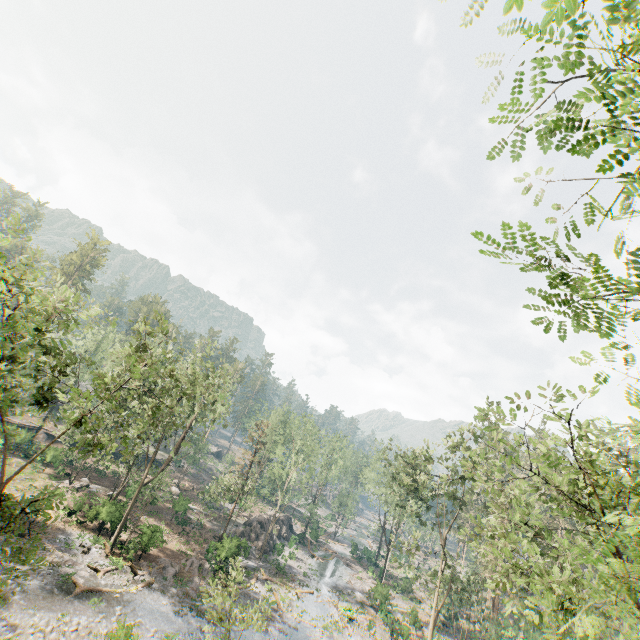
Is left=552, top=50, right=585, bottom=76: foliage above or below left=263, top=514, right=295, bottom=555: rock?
above

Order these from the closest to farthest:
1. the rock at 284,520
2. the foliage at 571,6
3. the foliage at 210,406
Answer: the foliage at 571,6 → the foliage at 210,406 → the rock at 284,520

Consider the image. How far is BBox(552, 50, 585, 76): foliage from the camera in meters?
2.9 m

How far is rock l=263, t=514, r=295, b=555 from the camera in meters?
44.3

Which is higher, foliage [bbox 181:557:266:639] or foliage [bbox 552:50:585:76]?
foliage [bbox 552:50:585:76]

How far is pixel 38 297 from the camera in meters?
16.3

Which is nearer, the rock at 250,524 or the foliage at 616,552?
the foliage at 616,552
